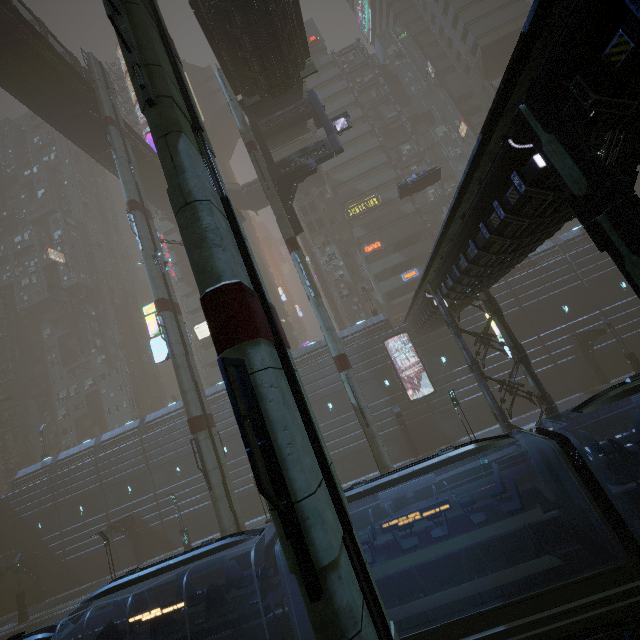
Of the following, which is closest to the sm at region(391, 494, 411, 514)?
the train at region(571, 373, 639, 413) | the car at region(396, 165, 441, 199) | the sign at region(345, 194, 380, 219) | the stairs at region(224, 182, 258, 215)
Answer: the car at region(396, 165, 441, 199)

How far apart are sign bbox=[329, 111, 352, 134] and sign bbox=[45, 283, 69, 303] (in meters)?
51.96

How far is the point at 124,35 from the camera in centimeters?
679cm

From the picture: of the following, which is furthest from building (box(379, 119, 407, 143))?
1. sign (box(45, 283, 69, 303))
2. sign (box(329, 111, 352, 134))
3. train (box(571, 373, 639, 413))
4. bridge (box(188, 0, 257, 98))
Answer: sign (box(329, 111, 352, 134))

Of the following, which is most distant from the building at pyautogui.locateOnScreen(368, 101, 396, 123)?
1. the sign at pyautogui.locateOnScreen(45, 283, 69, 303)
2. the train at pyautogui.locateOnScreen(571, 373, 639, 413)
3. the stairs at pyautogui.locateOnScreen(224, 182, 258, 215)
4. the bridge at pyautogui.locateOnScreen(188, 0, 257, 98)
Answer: the train at pyautogui.locateOnScreen(571, 373, 639, 413)

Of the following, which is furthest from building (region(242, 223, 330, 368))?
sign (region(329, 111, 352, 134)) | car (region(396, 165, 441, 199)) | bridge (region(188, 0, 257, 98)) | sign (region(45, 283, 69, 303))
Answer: car (region(396, 165, 441, 199))

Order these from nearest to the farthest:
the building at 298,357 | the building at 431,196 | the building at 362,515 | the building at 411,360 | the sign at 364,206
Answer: the building at 362,515
the building at 411,360
the building at 298,357
the sign at 364,206
the building at 431,196

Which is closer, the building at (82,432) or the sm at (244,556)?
the sm at (244,556)
